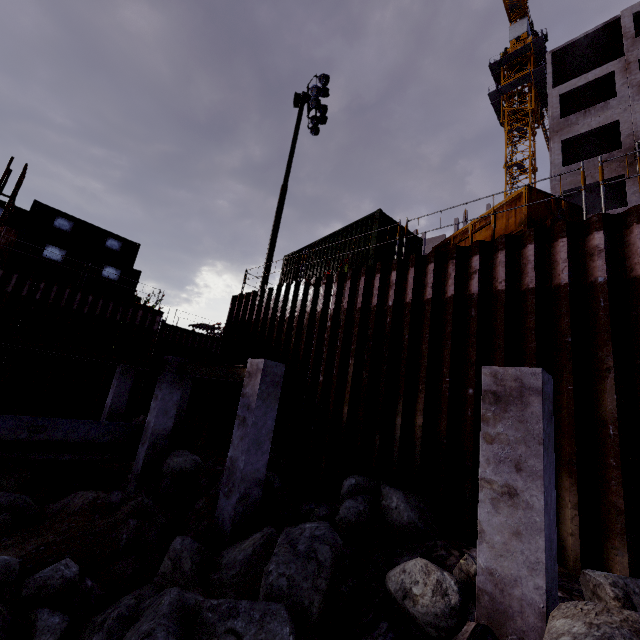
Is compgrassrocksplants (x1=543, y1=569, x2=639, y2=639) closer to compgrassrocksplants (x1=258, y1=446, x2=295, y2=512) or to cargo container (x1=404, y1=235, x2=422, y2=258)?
compgrassrocksplants (x1=258, y1=446, x2=295, y2=512)

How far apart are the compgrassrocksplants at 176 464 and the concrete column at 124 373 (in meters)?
4.69

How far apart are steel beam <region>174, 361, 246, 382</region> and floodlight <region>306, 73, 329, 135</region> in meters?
14.5

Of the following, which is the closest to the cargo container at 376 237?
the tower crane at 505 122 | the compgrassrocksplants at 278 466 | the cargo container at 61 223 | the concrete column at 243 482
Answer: the concrete column at 243 482

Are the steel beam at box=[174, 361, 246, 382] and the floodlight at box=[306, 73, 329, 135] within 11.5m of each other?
no

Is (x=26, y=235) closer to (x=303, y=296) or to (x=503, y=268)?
(x=303, y=296)

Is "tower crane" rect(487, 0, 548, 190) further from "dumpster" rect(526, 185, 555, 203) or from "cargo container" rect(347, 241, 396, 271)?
"dumpster" rect(526, 185, 555, 203)

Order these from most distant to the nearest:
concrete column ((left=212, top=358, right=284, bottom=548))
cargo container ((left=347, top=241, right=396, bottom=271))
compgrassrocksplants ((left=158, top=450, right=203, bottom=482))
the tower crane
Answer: the tower crane → cargo container ((left=347, top=241, right=396, bottom=271)) → compgrassrocksplants ((left=158, top=450, right=203, bottom=482)) → concrete column ((left=212, top=358, right=284, bottom=548))
